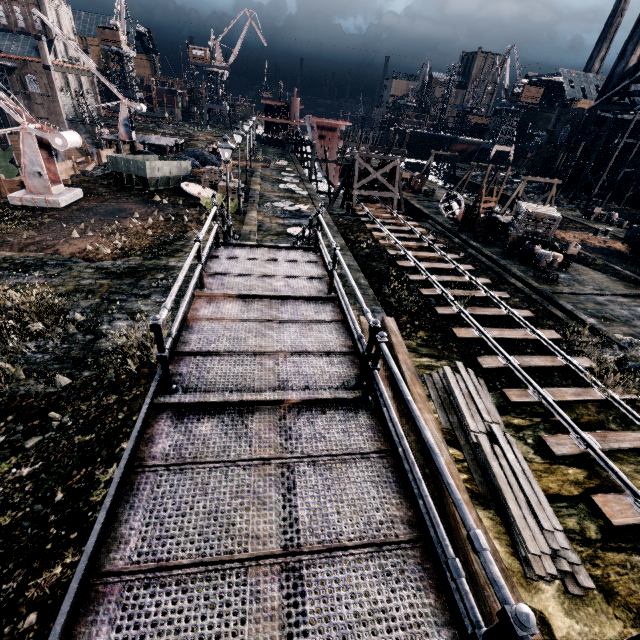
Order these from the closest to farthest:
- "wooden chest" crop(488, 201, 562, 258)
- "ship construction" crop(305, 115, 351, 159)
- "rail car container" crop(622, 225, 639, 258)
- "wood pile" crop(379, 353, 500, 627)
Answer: "wood pile" crop(379, 353, 500, 627) → "wooden chest" crop(488, 201, 562, 258) → "rail car container" crop(622, 225, 639, 258) → "ship construction" crop(305, 115, 351, 159)

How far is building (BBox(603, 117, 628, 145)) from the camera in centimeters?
5166cm

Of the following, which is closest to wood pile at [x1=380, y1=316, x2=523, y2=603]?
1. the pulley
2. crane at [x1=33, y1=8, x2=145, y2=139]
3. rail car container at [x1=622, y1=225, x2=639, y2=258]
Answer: rail car container at [x1=622, y1=225, x2=639, y2=258]

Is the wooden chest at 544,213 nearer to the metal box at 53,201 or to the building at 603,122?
the metal box at 53,201

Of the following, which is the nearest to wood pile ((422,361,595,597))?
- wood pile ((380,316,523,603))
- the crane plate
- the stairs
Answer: wood pile ((380,316,523,603))

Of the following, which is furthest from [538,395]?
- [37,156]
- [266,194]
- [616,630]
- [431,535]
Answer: [37,156]

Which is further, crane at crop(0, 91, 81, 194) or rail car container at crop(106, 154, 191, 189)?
rail car container at crop(106, 154, 191, 189)

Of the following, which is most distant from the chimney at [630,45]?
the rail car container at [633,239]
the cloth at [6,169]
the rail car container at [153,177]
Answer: the cloth at [6,169]
